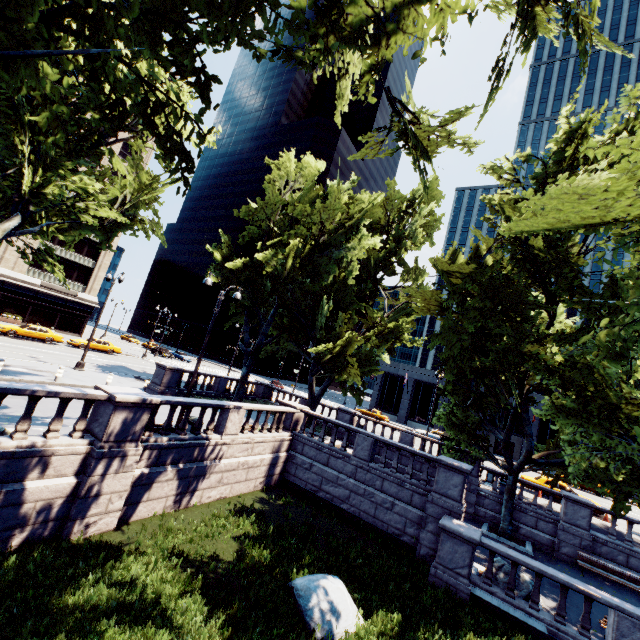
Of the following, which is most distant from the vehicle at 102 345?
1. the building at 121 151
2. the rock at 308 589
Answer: the rock at 308 589

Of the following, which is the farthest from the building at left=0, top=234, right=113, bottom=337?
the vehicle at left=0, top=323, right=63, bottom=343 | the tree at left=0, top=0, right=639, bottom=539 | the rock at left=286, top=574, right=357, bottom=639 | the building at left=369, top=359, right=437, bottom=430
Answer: the rock at left=286, top=574, right=357, bottom=639

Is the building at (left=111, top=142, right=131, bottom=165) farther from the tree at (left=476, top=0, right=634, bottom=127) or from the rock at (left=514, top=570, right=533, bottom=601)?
the rock at (left=514, top=570, right=533, bottom=601)

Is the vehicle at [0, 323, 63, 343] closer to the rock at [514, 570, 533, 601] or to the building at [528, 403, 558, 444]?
the rock at [514, 570, 533, 601]

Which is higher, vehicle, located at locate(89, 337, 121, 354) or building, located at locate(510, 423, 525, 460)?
building, located at locate(510, 423, 525, 460)

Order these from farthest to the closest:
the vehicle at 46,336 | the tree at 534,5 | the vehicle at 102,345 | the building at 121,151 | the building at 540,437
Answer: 1. the building at 121,151
2. the building at 540,437
3. the vehicle at 102,345
4. the vehicle at 46,336
5. the tree at 534,5

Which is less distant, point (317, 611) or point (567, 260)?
point (317, 611)

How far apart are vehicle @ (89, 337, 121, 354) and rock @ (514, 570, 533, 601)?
39.8m
